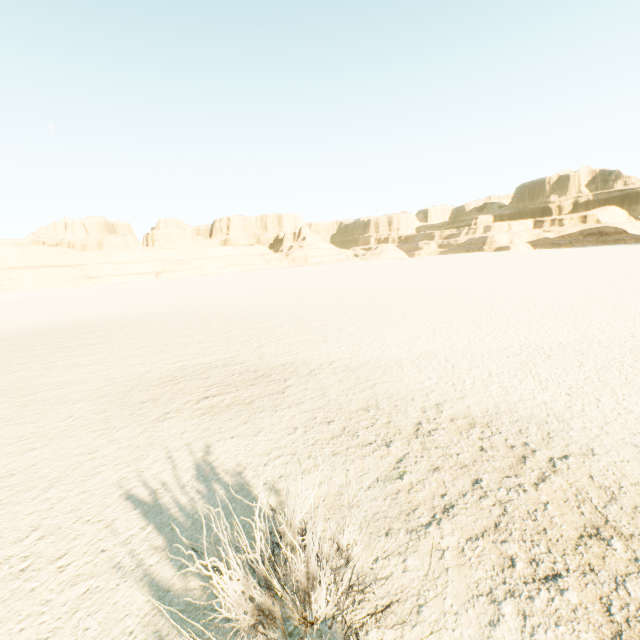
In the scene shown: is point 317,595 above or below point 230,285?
above
